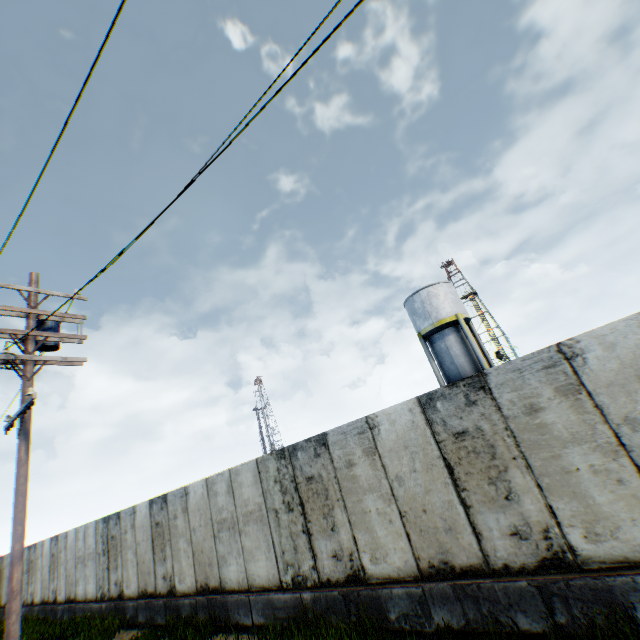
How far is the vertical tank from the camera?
22.5m

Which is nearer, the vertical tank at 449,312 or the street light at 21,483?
the street light at 21,483

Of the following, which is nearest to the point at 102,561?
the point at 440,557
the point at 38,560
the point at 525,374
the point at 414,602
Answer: the point at 38,560

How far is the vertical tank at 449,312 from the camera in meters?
22.5 m

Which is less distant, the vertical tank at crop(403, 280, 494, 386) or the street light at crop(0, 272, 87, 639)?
the street light at crop(0, 272, 87, 639)
